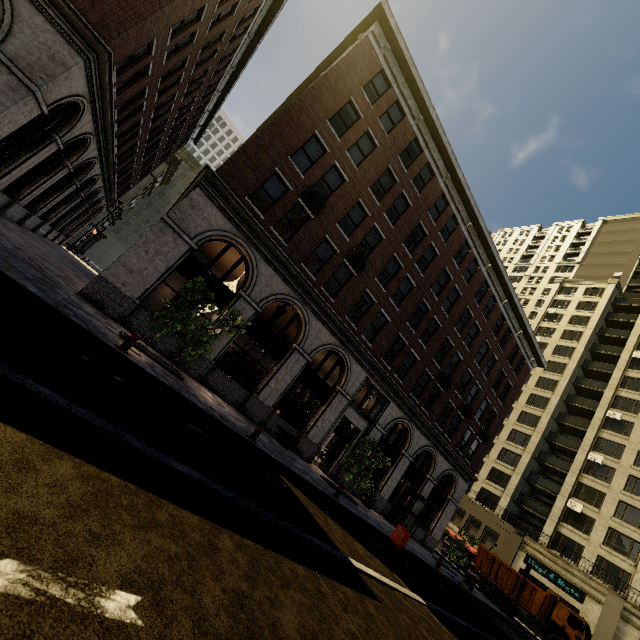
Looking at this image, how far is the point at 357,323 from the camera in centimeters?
1875cm

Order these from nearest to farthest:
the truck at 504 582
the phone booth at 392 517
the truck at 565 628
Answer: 1. the phone booth at 392 517
2. the truck at 565 628
3. the truck at 504 582

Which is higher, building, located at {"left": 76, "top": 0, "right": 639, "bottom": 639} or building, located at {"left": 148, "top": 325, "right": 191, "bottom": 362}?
building, located at {"left": 76, "top": 0, "right": 639, "bottom": 639}

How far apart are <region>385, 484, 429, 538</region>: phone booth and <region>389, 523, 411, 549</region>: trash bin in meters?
8.0 m

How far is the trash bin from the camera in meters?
13.7

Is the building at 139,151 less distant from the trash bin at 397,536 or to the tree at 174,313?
the tree at 174,313

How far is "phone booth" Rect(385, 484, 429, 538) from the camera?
21.2 meters

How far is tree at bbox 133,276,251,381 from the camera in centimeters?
1080cm
